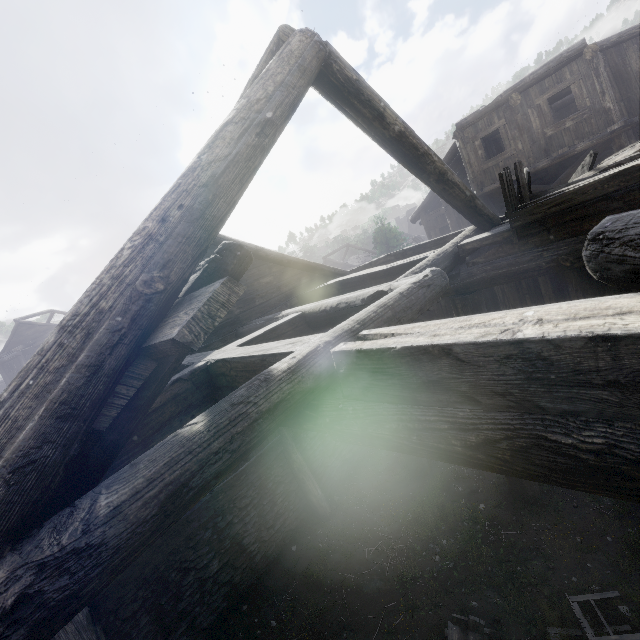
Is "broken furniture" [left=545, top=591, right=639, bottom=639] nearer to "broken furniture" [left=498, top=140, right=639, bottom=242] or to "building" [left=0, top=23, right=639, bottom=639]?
"building" [left=0, top=23, right=639, bottom=639]

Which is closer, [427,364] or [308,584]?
[427,364]

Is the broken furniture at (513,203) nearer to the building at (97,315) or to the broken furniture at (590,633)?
the building at (97,315)

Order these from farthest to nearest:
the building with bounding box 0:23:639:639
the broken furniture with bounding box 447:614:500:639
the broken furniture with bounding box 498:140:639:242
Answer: the broken furniture with bounding box 447:614:500:639 → the broken furniture with bounding box 498:140:639:242 → the building with bounding box 0:23:639:639

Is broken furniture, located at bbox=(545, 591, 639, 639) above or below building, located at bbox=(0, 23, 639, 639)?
below

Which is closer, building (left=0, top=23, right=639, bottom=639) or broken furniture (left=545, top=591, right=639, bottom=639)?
building (left=0, top=23, right=639, bottom=639)

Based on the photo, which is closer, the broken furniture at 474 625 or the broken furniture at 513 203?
the broken furniture at 513 203
